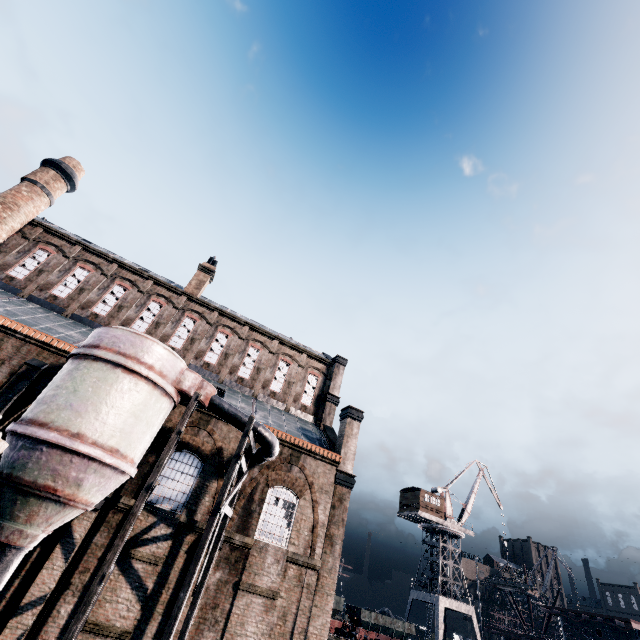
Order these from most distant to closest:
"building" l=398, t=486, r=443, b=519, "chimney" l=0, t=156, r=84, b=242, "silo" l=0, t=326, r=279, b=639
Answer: "building" l=398, t=486, r=443, b=519 < "chimney" l=0, t=156, r=84, b=242 < "silo" l=0, t=326, r=279, b=639

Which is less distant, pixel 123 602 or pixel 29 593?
pixel 29 593

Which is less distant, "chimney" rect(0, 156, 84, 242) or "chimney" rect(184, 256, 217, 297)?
"chimney" rect(0, 156, 84, 242)

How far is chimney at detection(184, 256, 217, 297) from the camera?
29.4 meters

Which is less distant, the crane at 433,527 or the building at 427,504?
the crane at 433,527

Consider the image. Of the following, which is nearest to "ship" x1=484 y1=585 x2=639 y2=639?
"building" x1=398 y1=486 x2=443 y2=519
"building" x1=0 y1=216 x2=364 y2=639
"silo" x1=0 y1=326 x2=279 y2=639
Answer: "building" x1=398 y1=486 x2=443 y2=519

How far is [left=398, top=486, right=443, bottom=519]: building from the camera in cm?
4600

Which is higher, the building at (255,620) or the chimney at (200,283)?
the chimney at (200,283)
